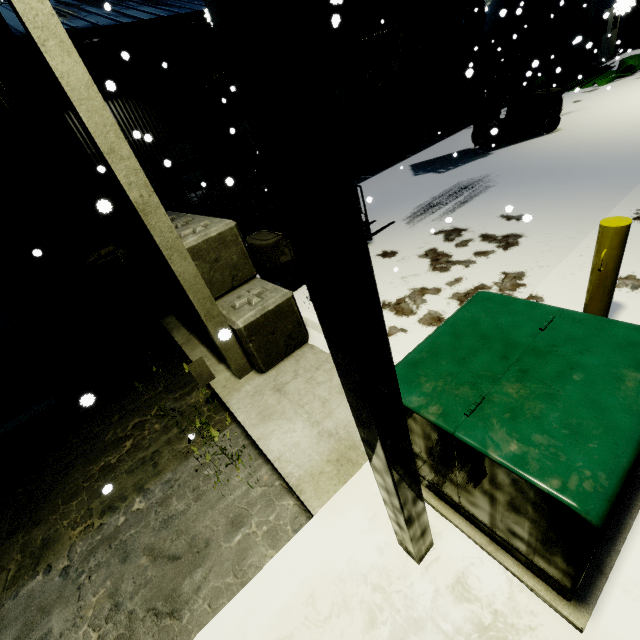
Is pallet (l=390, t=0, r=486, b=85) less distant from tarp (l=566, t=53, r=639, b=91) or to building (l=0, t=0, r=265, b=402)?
building (l=0, t=0, r=265, b=402)

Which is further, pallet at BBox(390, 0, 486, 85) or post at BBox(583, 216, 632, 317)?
Result: pallet at BBox(390, 0, 486, 85)

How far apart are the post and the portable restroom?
13.2m

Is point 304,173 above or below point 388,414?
above

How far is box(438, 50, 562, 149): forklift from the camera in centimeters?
981cm

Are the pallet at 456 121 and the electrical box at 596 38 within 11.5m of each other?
yes

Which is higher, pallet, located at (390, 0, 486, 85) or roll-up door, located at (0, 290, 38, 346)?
pallet, located at (390, 0, 486, 85)

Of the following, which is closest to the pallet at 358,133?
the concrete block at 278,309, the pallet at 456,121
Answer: the pallet at 456,121
